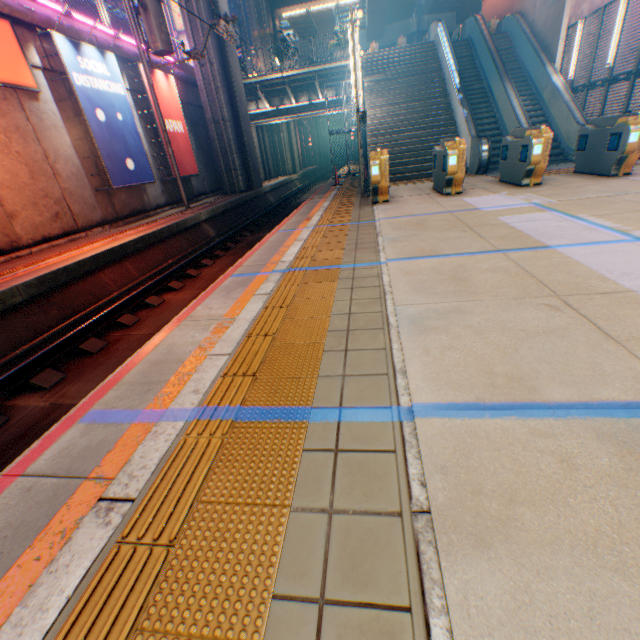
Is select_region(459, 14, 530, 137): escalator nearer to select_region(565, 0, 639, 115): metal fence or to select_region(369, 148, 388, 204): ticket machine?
select_region(565, 0, 639, 115): metal fence

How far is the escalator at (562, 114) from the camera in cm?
1263

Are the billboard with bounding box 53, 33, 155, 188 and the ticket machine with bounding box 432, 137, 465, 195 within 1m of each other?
no

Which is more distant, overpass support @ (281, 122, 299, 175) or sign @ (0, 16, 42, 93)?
overpass support @ (281, 122, 299, 175)

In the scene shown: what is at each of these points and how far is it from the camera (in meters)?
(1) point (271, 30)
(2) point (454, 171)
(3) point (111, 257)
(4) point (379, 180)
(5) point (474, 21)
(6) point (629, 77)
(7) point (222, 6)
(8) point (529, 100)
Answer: (1) overpass support, 26.78
(2) ticket machine, 8.38
(3) railway, 8.55
(4) ticket machine, 8.70
(5) escalator, 16.91
(6) metal fence, 10.50
(7) overpass support, 16.48
(8) steps, 14.95

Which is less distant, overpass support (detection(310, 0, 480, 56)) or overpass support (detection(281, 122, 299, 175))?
overpass support (detection(281, 122, 299, 175))

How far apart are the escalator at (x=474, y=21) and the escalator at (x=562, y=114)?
1.4m

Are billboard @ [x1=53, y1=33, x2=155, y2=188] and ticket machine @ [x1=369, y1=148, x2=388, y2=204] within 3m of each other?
no
